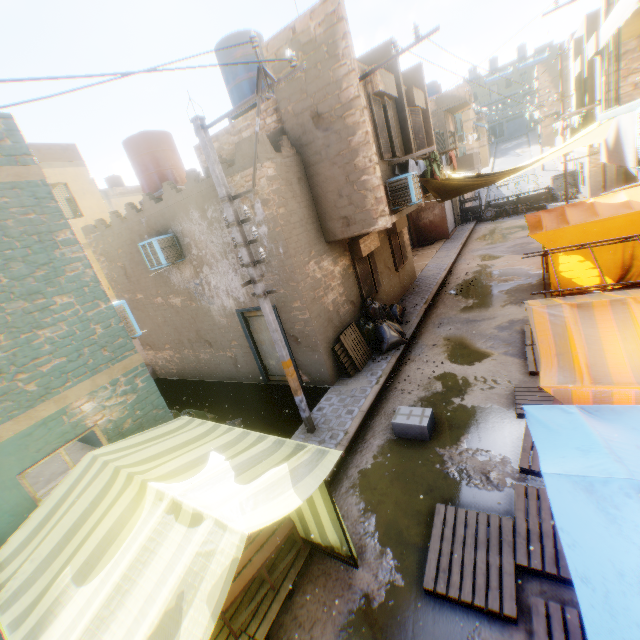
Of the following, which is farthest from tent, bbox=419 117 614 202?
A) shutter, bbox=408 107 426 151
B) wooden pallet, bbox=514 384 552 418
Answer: shutter, bbox=408 107 426 151

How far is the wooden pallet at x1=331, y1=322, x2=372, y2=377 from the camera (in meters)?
9.04

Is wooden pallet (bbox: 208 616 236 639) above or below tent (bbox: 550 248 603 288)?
below

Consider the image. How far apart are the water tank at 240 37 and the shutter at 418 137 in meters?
A: 4.5 m

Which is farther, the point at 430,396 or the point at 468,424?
the point at 430,396

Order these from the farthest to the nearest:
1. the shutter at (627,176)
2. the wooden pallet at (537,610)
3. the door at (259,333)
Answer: the shutter at (627,176)
the door at (259,333)
the wooden pallet at (537,610)

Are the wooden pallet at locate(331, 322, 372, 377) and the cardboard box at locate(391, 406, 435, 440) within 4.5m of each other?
yes

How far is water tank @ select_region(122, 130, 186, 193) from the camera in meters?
10.3
